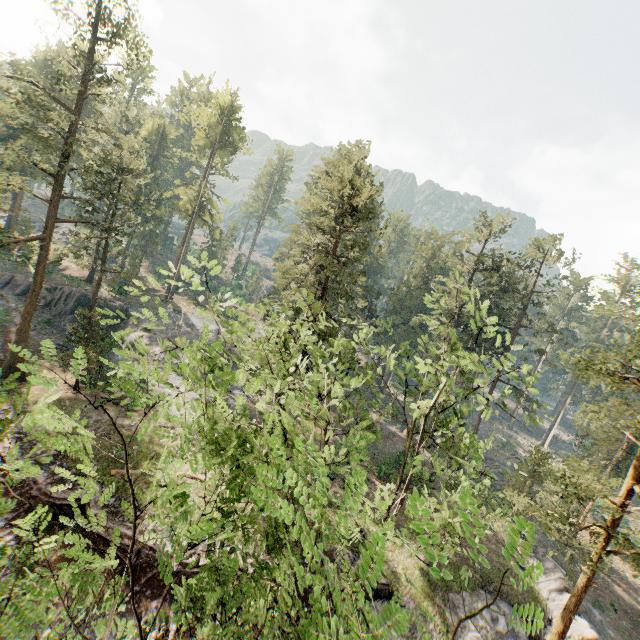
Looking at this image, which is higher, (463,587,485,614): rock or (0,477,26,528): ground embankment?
(463,587,485,614): rock

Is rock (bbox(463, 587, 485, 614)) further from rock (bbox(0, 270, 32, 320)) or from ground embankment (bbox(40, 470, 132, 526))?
rock (bbox(0, 270, 32, 320))

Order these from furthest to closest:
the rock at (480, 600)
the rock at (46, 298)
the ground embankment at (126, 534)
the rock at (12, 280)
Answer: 1. the rock at (46, 298)
2. the rock at (12, 280)
3. the rock at (480, 600)
4. the ground embankment at (126, 534)

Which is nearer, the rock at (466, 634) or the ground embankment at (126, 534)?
the ground embankment at (126, 534)

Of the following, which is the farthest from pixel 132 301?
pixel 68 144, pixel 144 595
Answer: pixel 144 595

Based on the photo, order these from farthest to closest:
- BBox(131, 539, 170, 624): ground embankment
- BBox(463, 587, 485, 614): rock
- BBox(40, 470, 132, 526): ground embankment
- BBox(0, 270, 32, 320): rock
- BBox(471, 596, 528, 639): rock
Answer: BBox(0, 270, 32, 320): rock, BBox(463, 587, 485, 614): rock, BBox(471, 596, 528, 639): rock, BBox(40, 470, 132, 526): ground embankment, BBox(131, 539, 170, 624): ground embankment

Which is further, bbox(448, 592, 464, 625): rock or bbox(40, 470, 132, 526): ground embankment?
bbox(448, 592, 464, 625): rock
